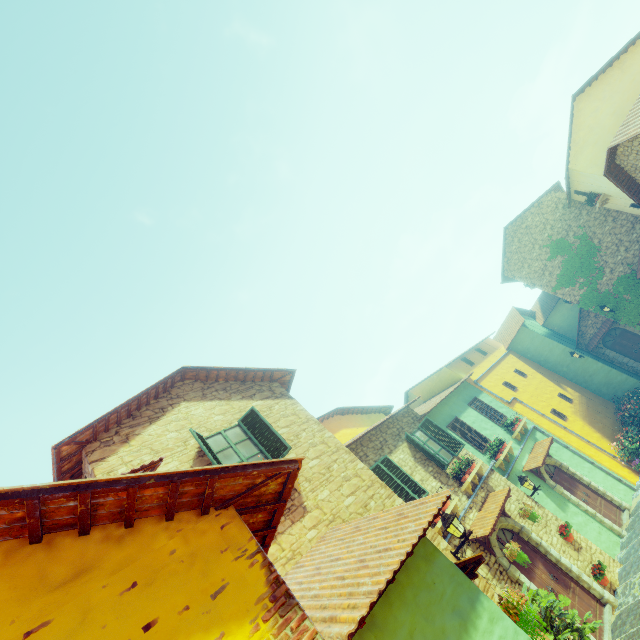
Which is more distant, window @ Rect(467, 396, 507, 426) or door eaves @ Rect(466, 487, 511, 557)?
window @ Rect(467, 396, 507, 426)

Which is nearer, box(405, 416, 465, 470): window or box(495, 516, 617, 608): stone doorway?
box(495, 516, 617, 608): stone doorway

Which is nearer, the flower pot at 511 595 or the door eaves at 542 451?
the flower pot at 511 595

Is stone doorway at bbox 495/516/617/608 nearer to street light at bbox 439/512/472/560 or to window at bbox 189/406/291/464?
street light at bbox 439/512/472/560

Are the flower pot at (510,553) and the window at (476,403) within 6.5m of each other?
no

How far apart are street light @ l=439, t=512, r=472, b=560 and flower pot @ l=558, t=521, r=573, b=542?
5.3m

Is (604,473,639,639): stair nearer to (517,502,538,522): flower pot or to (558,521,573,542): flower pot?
(558,521,573,542): flower pot

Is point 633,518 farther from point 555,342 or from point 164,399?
point 164,399
